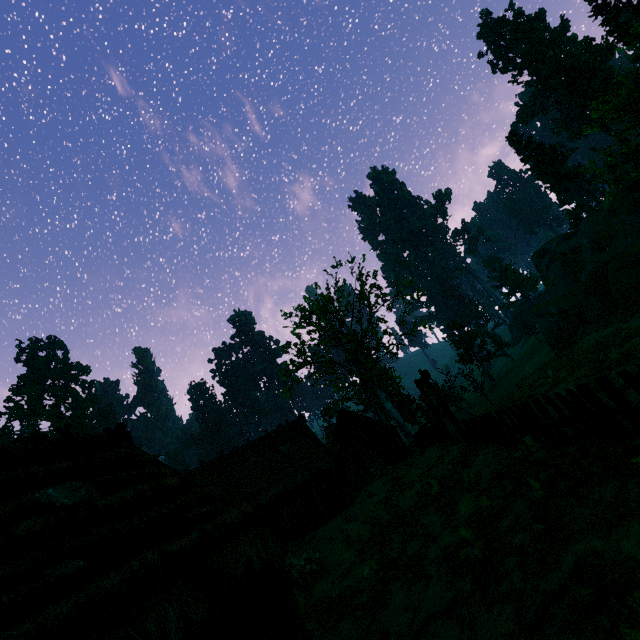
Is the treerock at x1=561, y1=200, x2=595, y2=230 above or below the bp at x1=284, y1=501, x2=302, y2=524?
above

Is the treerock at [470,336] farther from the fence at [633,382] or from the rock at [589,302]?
the fence at [633,382]

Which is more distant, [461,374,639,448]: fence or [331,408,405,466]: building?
[331,408,405,466]: building

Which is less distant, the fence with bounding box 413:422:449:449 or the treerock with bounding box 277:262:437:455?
the fence with bounding box 413:422:449:449

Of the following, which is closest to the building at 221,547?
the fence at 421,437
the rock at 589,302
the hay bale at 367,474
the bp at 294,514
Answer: → the bp at 294,514

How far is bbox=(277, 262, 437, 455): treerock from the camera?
24.3 meters

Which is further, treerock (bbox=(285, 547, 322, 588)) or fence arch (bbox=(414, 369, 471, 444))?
treerock (bbox=(285, 547, 322, 588))

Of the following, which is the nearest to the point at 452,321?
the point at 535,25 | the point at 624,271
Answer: the point at 624,271
